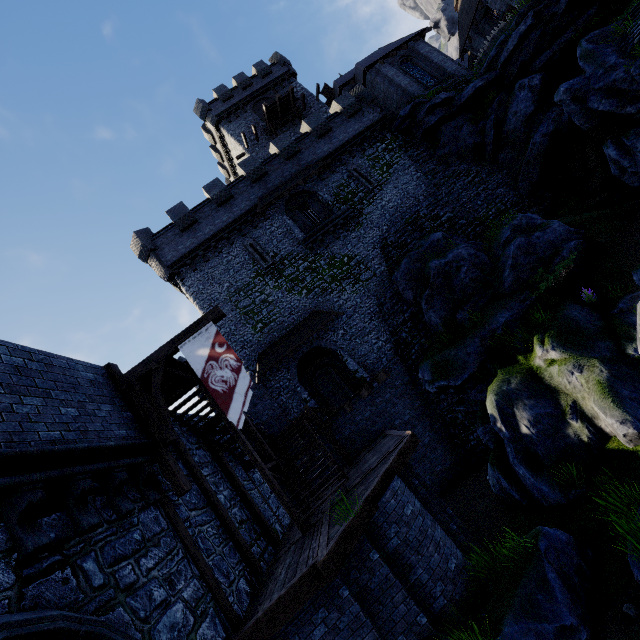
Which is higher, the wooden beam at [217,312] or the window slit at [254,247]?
the window slit at [254,247]

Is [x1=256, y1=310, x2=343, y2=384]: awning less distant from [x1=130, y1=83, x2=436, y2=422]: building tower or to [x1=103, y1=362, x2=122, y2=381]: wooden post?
[x1=130, y1=83, x2=436, y2=422]: building tower

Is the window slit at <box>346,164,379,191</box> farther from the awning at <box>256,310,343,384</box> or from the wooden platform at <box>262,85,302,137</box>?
the wooden platform at <box>262,85,302,137</box>

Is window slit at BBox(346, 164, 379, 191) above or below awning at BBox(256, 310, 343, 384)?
above

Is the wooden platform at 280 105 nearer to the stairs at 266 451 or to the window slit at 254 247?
the window slit at 254 247

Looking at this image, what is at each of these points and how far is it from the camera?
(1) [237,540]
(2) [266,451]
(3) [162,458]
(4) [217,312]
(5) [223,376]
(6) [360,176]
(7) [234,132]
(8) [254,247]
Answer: (1) stairs, 9.1m
(2) stairs, 11.9m
(3) wooden post, 7.8m
(4) wooden beam, 9.0m
(5) flag, 8.2m
(6) window slit, 22.8m
(7) building, 32.3m
(8) window slit, 21.4m

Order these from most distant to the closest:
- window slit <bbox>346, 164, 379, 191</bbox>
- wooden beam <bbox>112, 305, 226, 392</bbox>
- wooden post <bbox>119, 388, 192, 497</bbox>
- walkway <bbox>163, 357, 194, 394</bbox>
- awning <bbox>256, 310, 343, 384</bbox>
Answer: window slit <bbox>346, 164, 379, 191</bbox>, awning <bbox>256, 310, 343, 384</bbox>, walkway <bbox>163, 357, 194, 394</bbox>, wooden beam <bbox>112, 305, 226, 392</bbox>, wooden post <bbox>119, 388, 192, 497</bbox>

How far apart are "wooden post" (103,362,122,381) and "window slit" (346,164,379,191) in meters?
19.2 m
